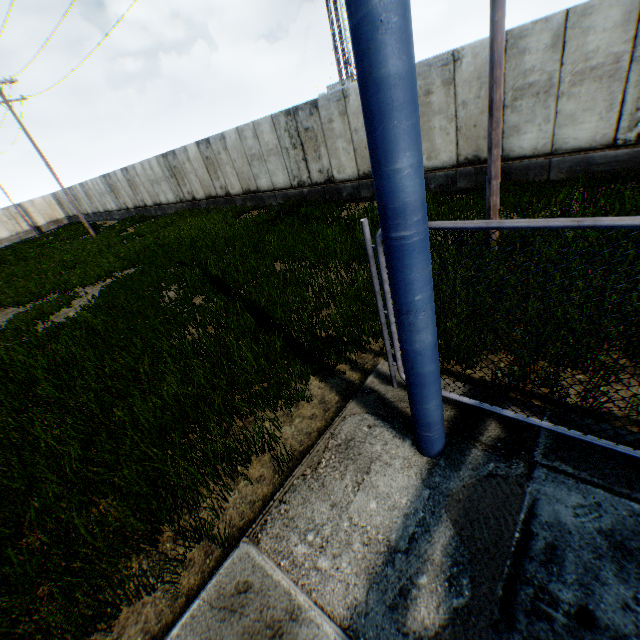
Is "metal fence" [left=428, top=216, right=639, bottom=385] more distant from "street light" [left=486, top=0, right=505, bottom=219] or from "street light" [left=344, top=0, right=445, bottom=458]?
"street light" [left=486, top=0, right=505, bottom=219]

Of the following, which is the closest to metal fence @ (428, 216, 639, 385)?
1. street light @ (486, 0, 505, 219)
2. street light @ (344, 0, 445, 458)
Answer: street light @ (344, 0, 445, 458)

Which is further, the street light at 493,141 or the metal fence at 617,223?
the street light at 493,141

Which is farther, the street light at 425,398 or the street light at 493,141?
the street light at 493,141

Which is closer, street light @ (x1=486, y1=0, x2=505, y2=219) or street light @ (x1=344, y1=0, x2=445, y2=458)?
street light @ (x1=344, y1=0, x2=445, y2=458)

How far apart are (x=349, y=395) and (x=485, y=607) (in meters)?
2.54
